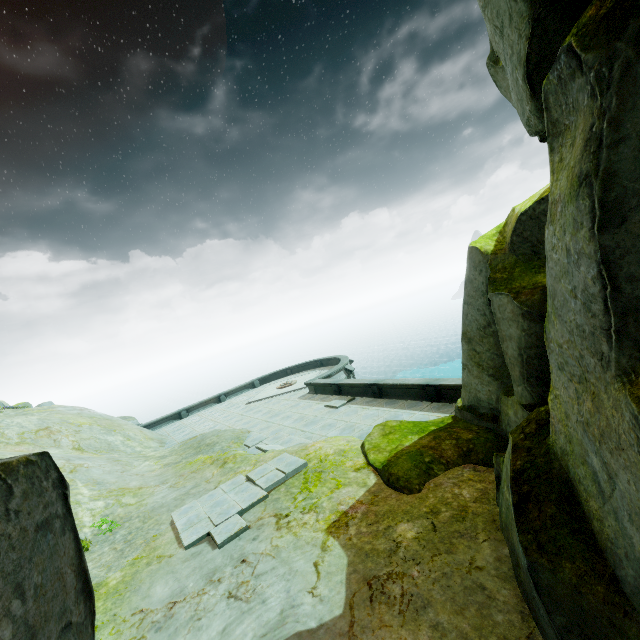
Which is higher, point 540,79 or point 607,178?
point 540,79

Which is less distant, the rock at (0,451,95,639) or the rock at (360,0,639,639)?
the rock at (0,451,95,639)

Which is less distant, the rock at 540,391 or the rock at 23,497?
the rock at 23,497
